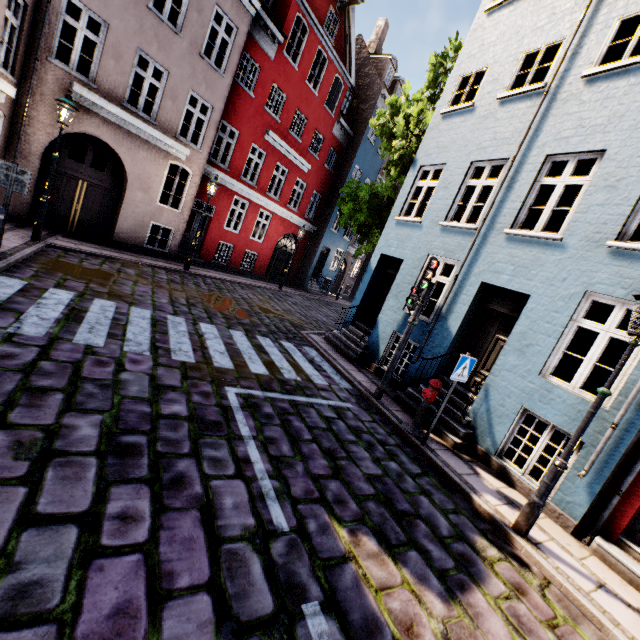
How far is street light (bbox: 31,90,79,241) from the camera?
8.1m

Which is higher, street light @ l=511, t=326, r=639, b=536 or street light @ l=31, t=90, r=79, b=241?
street light @ l=31, t=90, r=79, b=241

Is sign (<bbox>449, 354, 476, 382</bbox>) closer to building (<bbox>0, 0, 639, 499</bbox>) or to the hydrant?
the hydrant

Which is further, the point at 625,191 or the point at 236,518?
the point at 625,191

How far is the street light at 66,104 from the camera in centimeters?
812cm

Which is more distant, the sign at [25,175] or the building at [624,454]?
the sign at [25,175]

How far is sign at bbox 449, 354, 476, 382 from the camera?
5.73m

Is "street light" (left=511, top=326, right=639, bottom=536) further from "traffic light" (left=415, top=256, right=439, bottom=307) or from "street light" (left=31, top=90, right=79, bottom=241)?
"street light" (left=31, top=90, right=79, bottom=241)
